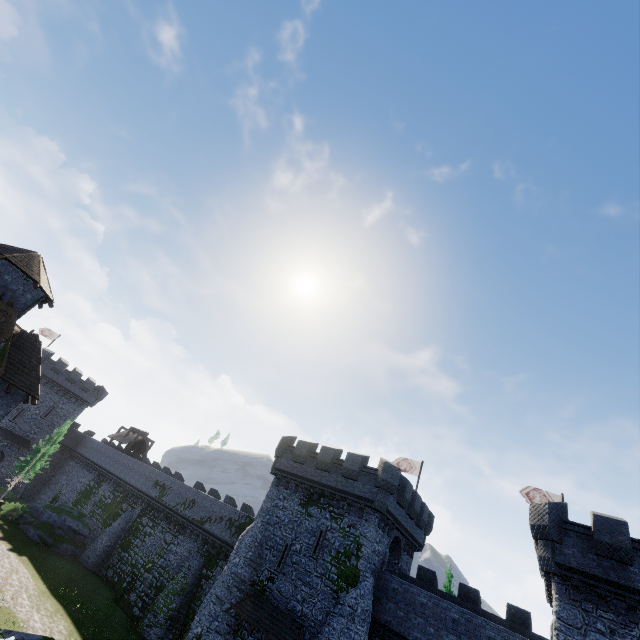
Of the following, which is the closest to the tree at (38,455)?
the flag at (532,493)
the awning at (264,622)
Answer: the awning at (264,622)

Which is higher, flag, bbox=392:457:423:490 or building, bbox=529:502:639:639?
flag, bbox=392:457:423:490

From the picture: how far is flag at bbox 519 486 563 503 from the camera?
25.4m

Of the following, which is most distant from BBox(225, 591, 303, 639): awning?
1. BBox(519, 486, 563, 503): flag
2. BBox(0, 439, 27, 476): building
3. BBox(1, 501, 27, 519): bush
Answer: BBox(0, 439, 27, 476): building

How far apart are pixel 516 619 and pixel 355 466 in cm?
1346

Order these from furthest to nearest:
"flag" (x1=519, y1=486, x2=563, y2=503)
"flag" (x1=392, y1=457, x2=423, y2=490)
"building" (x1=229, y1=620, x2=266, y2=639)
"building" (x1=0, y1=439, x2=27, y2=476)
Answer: "building" (x1=0, y1=439, x2=27, y2=476) → "flag" (x1=392, y1=457, x2=423, y2=490) → "flag" (x1=519, y1=486, x2=563, y2=503) → "building" (x1=229, y1=620, x2=266, y2=639)

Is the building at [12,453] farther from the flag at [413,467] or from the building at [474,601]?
the flag at [413,467]

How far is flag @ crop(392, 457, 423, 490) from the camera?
31.5m
